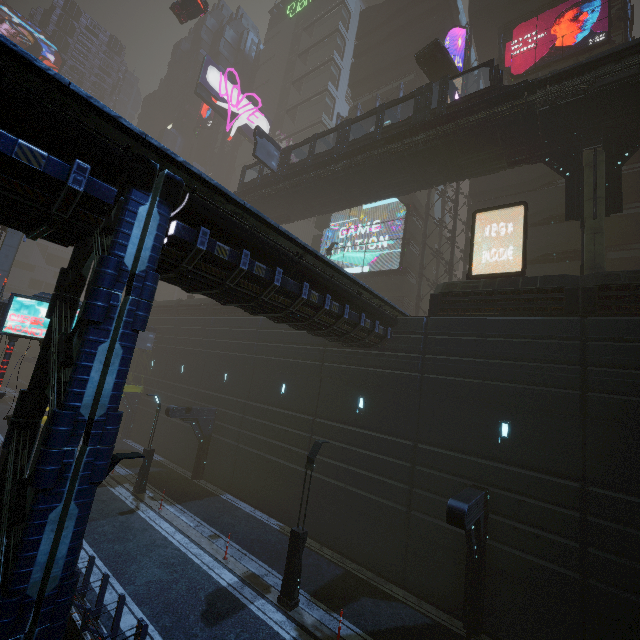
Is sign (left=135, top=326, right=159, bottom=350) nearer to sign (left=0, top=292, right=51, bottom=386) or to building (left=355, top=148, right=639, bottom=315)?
building (left=355, top=148, right=639, bottom=315)

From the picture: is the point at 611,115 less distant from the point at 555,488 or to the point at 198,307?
the point at 555,488

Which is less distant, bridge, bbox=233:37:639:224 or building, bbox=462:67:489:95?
bridge, bbox=233:37:639:224

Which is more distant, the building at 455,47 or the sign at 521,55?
the building at 455,47

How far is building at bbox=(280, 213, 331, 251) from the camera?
36.91m

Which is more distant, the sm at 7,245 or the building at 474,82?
the building at 474,82

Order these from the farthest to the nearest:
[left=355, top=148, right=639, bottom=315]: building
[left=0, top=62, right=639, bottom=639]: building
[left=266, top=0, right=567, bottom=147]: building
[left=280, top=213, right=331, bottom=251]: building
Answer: [left=280, top=213, right=331, bottom=251]: building < [left=266, top=0, right=567, bottom=147]: building < [left=355, top=148, right=639, bottom=315]: building < [left=0, top=62, right=639, bottom=639]: building

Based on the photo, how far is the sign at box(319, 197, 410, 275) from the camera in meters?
30.2 m
